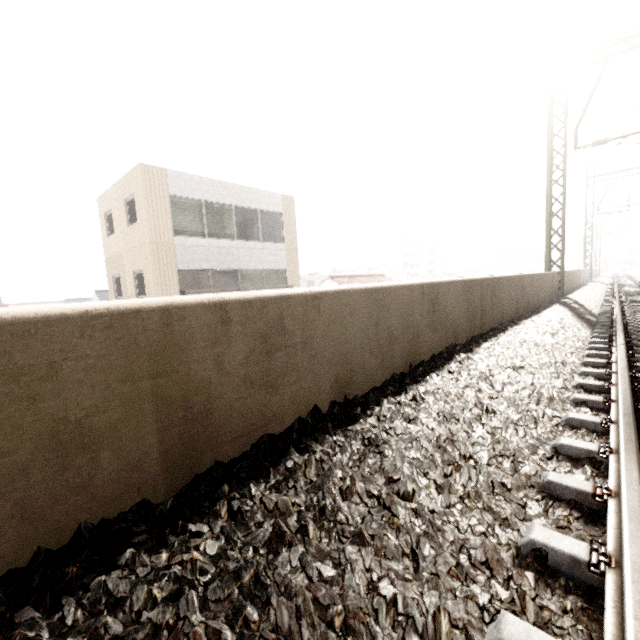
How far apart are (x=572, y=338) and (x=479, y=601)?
5.3m
